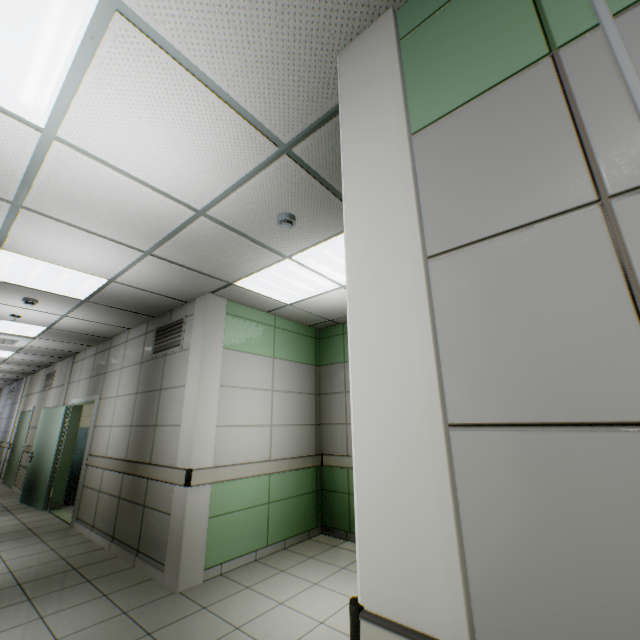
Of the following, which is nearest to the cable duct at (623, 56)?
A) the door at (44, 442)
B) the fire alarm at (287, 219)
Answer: the fire alarm at (287, 219)

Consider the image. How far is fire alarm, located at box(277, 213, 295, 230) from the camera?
2.66m

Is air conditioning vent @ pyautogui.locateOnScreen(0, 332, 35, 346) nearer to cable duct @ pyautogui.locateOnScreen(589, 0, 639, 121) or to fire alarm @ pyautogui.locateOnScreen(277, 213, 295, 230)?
fire alarm @ pyautogui.locateOnScreen(277, 213, 295, 230)

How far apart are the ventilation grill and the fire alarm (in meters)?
2.46

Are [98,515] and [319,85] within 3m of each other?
no

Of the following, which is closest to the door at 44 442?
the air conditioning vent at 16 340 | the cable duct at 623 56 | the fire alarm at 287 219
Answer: the air conditioning vent at 16 340

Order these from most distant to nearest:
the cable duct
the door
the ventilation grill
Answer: the door
the ventilation grill
the cable duct

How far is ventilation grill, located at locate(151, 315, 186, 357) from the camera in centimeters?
452cm
